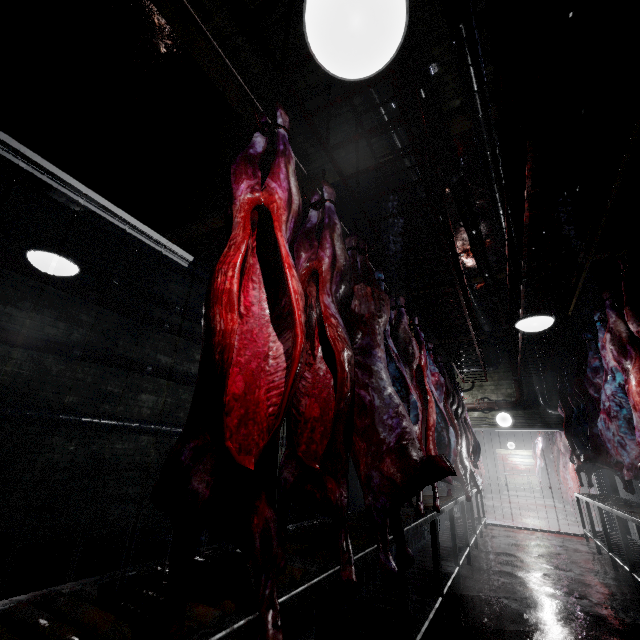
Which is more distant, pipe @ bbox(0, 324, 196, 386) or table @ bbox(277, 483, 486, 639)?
pipe @ bbox(0, 324, 196, 386)

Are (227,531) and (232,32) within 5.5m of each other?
yes

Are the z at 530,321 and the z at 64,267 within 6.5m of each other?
yes

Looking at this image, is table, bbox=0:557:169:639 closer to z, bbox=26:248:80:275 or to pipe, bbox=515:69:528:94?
pipe, bbox=515:69:528:94

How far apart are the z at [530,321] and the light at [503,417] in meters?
5.1 m

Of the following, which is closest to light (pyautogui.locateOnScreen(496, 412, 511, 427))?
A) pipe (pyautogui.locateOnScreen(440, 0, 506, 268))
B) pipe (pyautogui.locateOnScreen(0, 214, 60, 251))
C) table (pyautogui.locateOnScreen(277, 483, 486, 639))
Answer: pipe (pyautogui.locateOnScreen(440, 0, 506, 268))

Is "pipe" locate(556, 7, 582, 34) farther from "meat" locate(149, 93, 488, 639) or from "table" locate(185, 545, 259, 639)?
"table" locate(185, 545, 259, 639)

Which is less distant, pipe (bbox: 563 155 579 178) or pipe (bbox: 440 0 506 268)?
pipe (bbox: 440 0 506 268)
